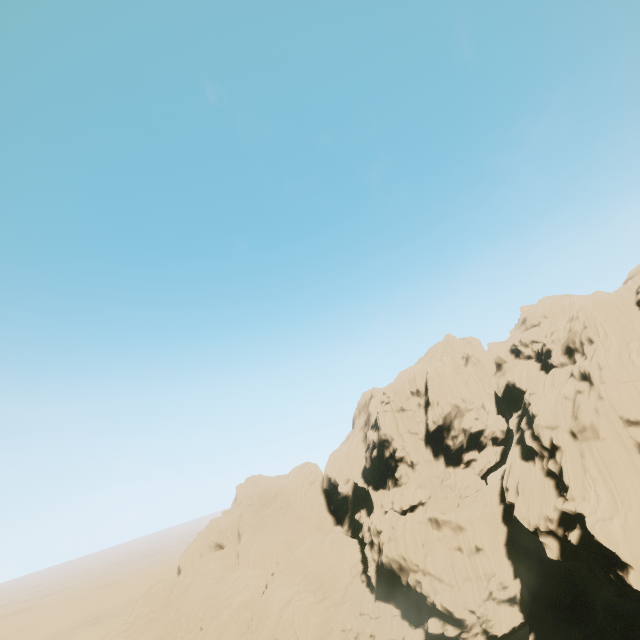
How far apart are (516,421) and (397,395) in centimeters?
2045cm
